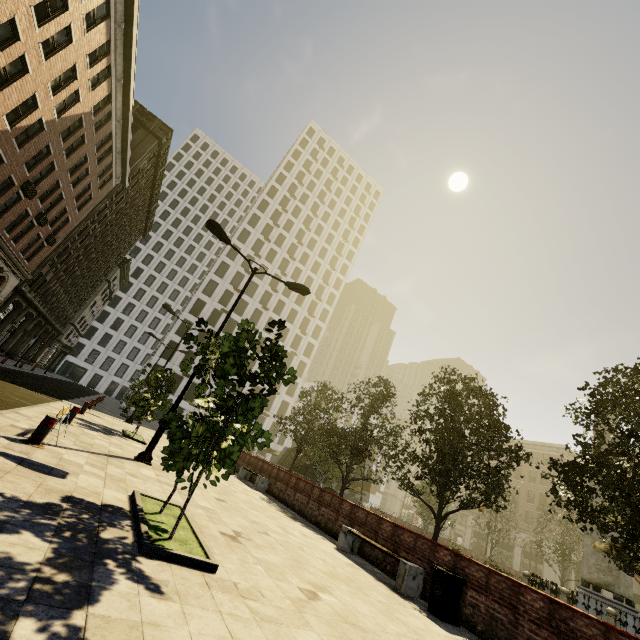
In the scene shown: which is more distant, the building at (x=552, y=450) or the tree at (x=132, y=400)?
the building at (x=552, y=450)

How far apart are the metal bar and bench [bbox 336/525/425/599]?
7.9 meters

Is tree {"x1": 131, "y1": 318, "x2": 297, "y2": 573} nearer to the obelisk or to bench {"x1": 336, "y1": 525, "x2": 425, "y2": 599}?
the obelisk

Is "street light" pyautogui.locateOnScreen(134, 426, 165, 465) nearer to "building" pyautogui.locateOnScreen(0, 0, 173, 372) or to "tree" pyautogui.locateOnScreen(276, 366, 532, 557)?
"tree" pyautogui.locateOnScreen(276, 366, 532, 557)

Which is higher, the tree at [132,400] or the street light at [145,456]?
the tree at [132,400]

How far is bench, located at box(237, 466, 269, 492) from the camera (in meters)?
15.20

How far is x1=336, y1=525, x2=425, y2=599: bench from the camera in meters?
7.4 m

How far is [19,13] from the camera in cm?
1307
